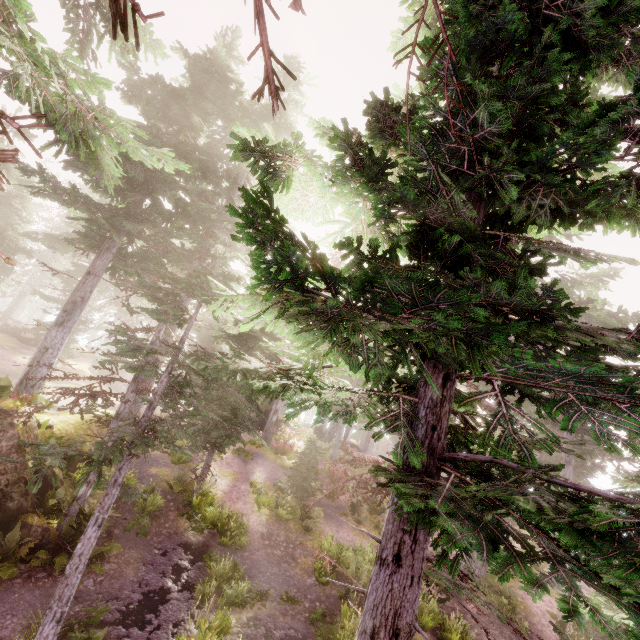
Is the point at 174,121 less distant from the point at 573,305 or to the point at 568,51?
the point at 568,51

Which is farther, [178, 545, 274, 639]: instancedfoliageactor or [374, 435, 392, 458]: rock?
[374, 435, 392, 458]: rock

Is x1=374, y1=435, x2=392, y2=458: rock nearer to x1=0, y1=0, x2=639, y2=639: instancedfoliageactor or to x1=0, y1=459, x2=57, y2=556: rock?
x1=0, y1=0, x2=639, y2=639: instancedfoliageactor

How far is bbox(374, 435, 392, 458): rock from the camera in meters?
48.8

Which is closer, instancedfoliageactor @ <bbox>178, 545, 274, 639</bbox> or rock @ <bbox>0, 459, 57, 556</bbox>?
instancedfoliageactor @ <bbox>178, 545, 274, 639</bbox>

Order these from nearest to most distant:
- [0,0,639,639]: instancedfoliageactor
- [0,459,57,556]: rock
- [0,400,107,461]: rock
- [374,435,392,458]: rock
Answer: [0,0,639,639]: instancedfoliageactor < [0,459,57,556]: rock < [0,400,107,461]: rock < [374,435,392,458]: rock

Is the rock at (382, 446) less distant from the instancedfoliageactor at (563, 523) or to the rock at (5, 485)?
the instancedfoliageactor at (563, 523)

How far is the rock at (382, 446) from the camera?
48.8 meters
